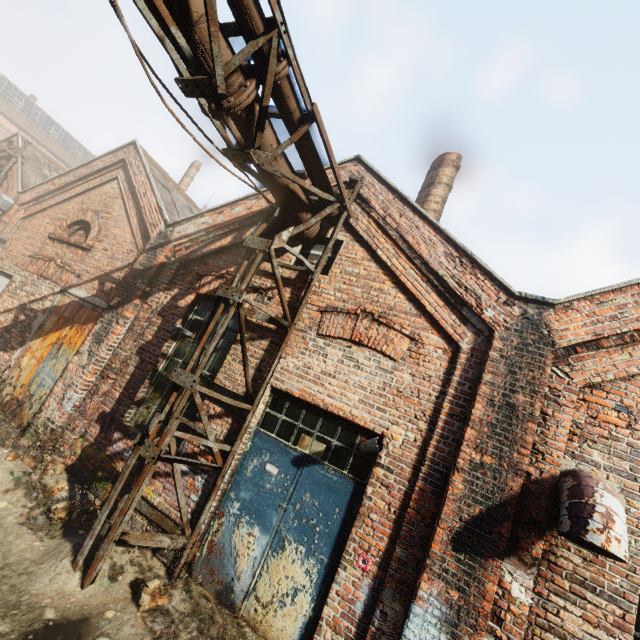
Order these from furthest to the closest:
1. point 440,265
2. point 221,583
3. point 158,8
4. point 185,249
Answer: point 185,249, point 440,265, point 221,583, point 158,8

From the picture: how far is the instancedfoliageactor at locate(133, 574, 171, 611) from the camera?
3.7m

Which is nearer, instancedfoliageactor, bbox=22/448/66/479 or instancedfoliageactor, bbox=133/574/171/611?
instancedfoliageactor, bbox=133/574/171/611

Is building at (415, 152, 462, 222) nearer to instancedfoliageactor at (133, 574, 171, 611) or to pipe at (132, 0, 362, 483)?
pipe at (132, 0, 362, 483)

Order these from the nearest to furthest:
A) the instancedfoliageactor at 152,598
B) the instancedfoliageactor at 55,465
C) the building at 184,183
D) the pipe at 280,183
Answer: the pipe at 280,183 → the instancedfoliageactor at 152,598 → the instancedfoliageactor at 55,465 → the building at 184,183

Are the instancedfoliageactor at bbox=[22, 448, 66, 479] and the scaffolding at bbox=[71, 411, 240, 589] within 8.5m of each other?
yes

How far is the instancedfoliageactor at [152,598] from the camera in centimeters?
371cm

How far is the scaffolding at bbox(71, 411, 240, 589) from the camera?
3.86m
